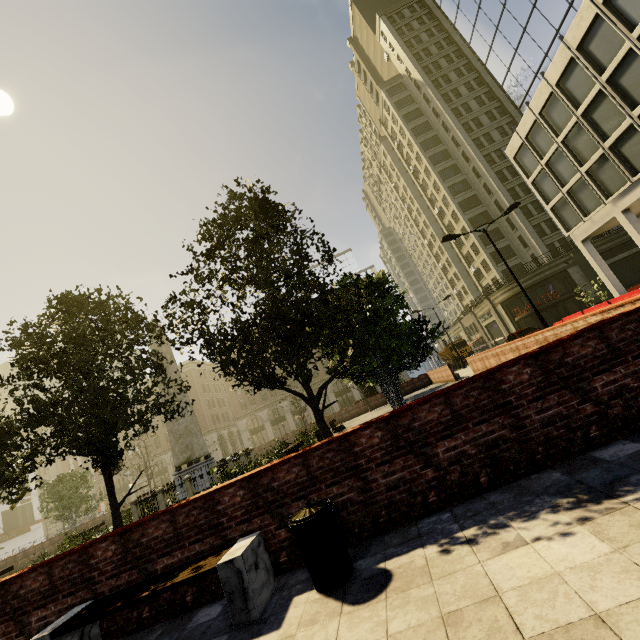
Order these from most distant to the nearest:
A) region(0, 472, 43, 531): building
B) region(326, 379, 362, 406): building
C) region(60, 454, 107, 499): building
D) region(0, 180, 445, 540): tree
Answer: region(60, 454, 107, 499): building, region(326, 379, 362, 406): building, region(0, 472, 43, 531): building, region(0, 180, 445, 540): tree

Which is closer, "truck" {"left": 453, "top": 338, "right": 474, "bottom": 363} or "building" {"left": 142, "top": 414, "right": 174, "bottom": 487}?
"truck" {"left": 453, "top": 338, "right": 474, "bottom": 363}

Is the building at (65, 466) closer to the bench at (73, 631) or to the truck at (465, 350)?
the truck at (465, 350)

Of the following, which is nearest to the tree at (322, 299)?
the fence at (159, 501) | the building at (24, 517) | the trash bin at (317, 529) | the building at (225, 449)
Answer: the fence at (159, 501)

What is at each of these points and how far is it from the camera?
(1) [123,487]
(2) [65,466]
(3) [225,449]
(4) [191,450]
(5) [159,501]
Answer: (1) building, 57.0m
(2) building, 59.5m
(3) building, 59.1m
(4) obelisk, 19.5m
(5) fence, 17.3m

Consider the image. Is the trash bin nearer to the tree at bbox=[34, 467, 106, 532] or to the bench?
the bench

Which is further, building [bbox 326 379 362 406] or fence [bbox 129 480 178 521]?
building [bbox 326 379 362 406]

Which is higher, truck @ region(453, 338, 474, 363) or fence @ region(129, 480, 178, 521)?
truck @ region(453, 338, 474, 363)
